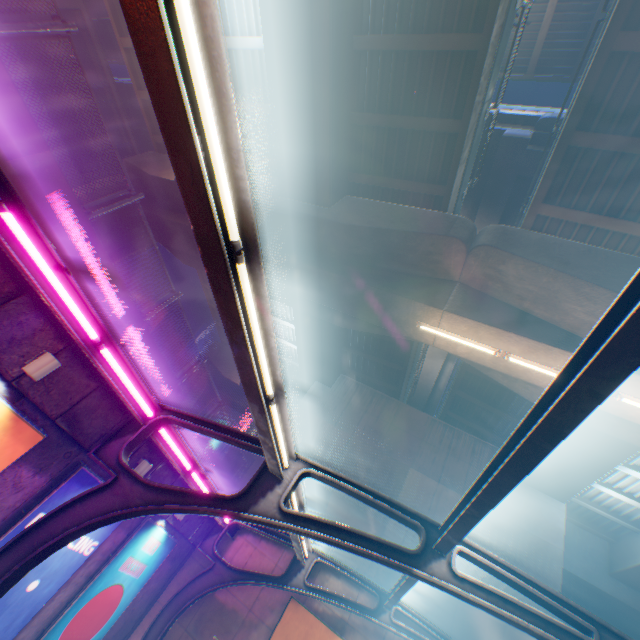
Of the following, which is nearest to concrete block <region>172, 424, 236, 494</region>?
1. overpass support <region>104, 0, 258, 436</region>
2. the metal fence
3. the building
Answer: the metal fence

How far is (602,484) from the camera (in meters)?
13.34

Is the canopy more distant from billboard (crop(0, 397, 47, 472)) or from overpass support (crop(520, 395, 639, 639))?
overpass support (crop(520, 395, 639, 639))

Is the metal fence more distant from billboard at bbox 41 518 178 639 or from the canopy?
billboard at bbox 41 518 178 639

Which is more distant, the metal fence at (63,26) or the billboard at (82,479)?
the billboard at (82,479)

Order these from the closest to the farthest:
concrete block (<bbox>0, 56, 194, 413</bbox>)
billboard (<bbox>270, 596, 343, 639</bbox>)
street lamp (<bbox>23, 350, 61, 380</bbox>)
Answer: concrete block (<bbox>0, 56, 194, 413</bbox>) < street lamp (<bbox>23, 350, 61, 380</bbox>) < billboard (<bbox>270, 596, 343, 639</bbox>)

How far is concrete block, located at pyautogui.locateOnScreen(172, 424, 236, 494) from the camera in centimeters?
969cm

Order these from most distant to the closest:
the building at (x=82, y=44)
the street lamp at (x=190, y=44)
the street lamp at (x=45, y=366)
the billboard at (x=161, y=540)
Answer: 1. the building at (x=82, y=44)
2. the billboard at (x=161, y=540)
3. the street lamp at (x=45, y=366)
4. the street lamp at (x=190, y=44)
